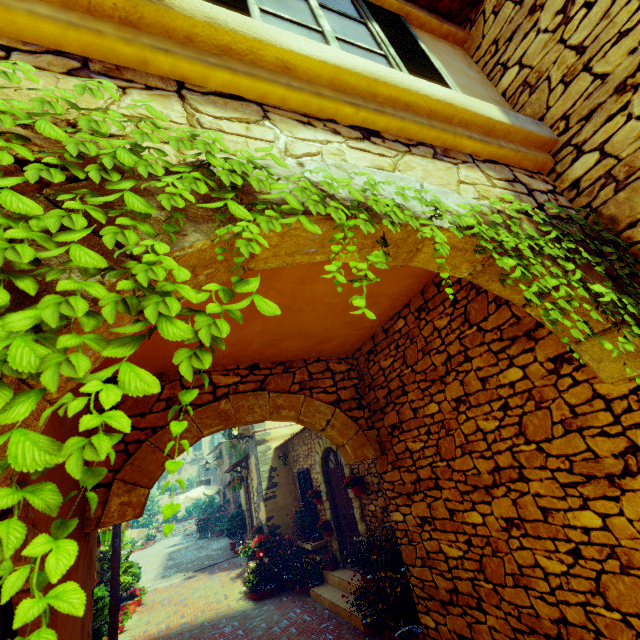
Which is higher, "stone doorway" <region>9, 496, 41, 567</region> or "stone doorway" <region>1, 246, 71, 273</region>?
"stone doorway" <region>1, 246, 71, 273</region>

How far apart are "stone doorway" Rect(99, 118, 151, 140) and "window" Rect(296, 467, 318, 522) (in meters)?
9.42

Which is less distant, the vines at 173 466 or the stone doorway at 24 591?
the vines at 173 466

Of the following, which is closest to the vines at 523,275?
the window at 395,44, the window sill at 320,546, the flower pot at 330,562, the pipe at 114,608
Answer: the window at 395,44

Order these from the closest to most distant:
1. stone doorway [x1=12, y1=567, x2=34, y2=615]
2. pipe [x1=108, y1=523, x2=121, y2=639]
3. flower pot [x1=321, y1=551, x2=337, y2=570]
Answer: stone doorway [x1=12, y1=567, x2=34, y2=615], pipe [x1=108, y1=523, x2=121, y2=639], flower pot [x1=321, y1=551, x2=337, y2=570]

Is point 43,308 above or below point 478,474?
above

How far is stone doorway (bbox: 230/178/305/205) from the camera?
1.3 meters
